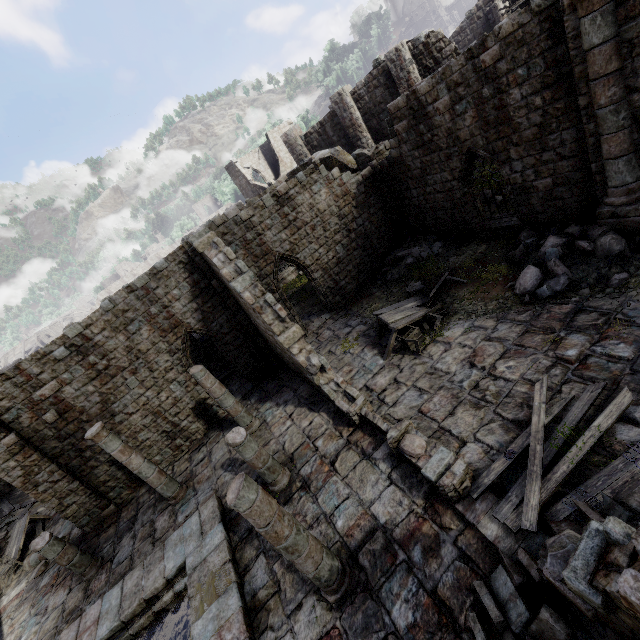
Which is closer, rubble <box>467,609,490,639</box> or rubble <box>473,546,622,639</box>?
rubble <box>473,546,622,639</box>

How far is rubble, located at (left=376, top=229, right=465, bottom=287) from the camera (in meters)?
14.27

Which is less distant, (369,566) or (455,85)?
(369,566)

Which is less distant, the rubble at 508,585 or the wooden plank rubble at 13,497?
the rubble at 508,585

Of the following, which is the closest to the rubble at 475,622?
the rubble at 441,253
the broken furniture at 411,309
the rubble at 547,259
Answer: the rubble at 547,259

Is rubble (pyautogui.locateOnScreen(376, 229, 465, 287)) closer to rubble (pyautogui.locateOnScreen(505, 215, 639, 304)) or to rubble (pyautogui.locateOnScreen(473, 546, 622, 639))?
rubble (pyautogui.locateOnScreen(505, 215, 639, 304))

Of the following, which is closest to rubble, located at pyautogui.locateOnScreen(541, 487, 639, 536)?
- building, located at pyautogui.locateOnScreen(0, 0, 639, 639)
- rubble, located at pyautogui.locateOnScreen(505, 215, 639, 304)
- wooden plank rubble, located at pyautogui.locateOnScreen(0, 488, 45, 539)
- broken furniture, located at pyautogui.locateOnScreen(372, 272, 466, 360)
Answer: building, located at pyautogui.locateOnScreen(0, 0, 639, 639)

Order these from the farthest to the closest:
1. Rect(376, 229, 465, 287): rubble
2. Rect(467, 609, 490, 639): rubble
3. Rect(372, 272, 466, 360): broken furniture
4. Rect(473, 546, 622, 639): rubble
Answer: Rect(376, 229, 465, 287): rubble
Rect(372, 272, 466, 360): broken furniture
Rect(467, 609, 490, 639): rubble
Rect(473, 546, 622, 639): rubble
